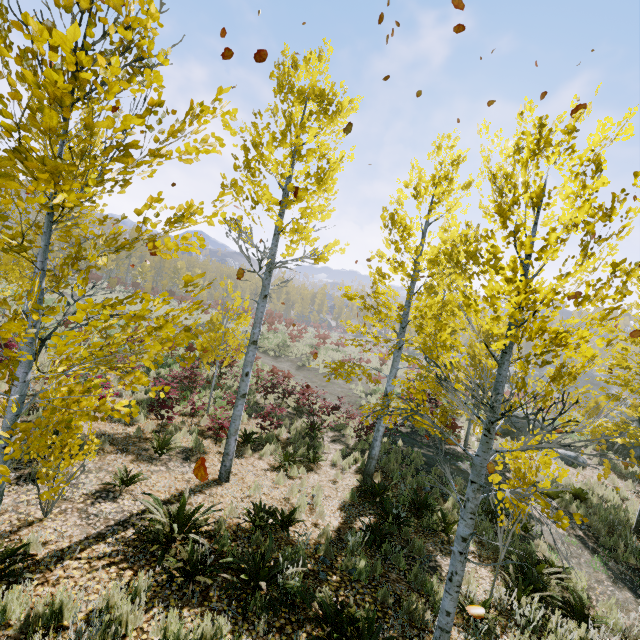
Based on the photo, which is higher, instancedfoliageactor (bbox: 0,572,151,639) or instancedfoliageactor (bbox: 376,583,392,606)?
instancedfoliageactor (bbox: 0,572,151,639)

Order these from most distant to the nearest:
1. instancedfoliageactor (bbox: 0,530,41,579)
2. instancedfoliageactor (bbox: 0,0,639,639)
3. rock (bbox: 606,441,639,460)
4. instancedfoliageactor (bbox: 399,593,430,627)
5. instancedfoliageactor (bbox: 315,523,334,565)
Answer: rock (bbox: 606,441,639,460) → instancedfoliageactor (bbox: 315,523,334,565) → instancedfoliageactor (bbox: 399,593,430,627) → instancedfoliageactor (bbox: 0,530,41,579) → instancedfoliageactor (bbox: 0,0,639,639)

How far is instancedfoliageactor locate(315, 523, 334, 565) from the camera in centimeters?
557cm

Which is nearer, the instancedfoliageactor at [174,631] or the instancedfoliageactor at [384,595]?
the instancedfoliageactor at [174,631]

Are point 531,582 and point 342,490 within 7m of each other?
yes

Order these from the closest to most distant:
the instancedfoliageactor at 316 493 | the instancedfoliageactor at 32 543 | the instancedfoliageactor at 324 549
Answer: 1. the instancedfoliageactor at 32 543
2. the instancedfoliageactor at 324 549
3. the instancedfoliageactor at 316 493
